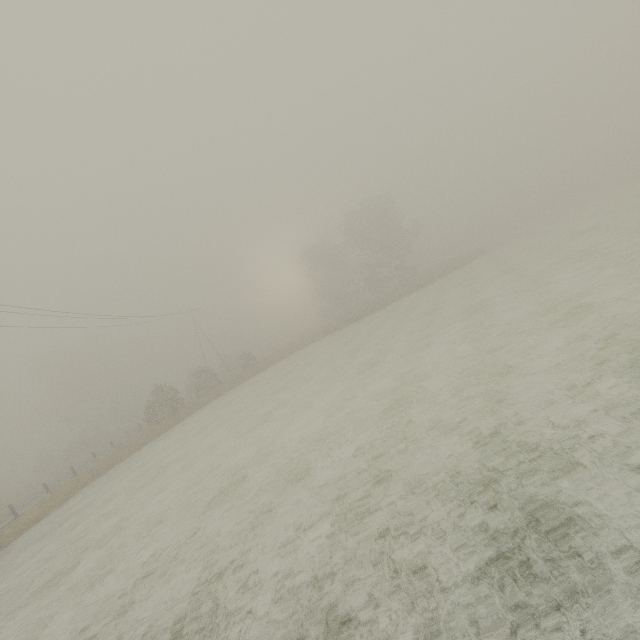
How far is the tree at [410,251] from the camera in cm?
4494

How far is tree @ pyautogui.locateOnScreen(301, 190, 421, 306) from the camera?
44.9 meters

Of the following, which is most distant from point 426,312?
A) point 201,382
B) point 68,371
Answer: point 68,371
